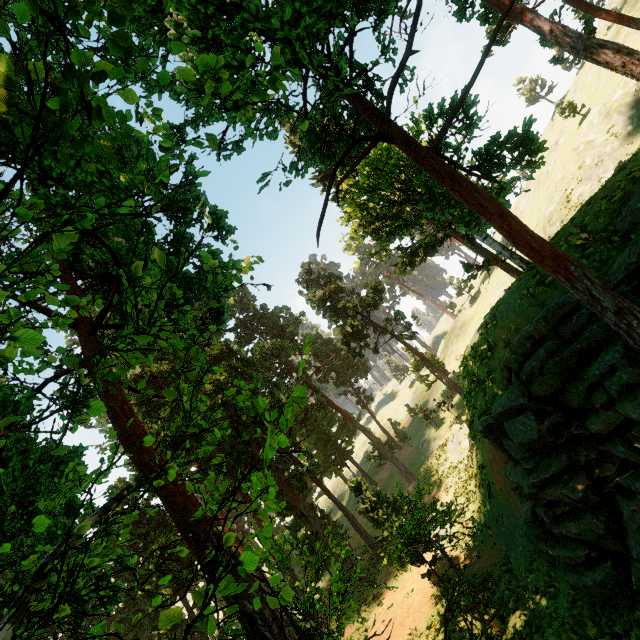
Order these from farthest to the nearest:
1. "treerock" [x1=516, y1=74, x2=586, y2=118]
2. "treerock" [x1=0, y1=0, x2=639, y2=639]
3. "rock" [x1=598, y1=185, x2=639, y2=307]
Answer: "treerock" [x1=516, y1=74, x2=586, y2=118]
"rock" [x1=598, y1=185, x2=639, y2=307]
"treerock" [x1=0, y1=0, x2=639, y2=639]

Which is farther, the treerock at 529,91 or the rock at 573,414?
the treerock at 529,91

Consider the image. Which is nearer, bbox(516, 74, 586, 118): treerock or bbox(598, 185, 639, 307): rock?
bbox(598, 185, 639, 307): rock

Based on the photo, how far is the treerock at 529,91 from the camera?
34.44m

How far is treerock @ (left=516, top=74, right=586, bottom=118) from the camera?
34.44m

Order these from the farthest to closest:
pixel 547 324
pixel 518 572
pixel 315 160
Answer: pixel 518 572
pixel 547 324
pixel 315 160

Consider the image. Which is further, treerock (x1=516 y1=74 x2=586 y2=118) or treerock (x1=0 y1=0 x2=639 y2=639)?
treerock (x1=516 y1=74 x2=586 y2=118)
